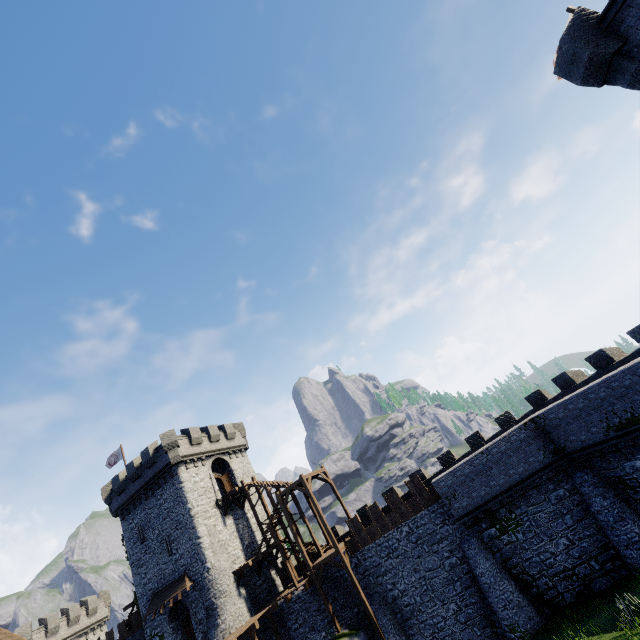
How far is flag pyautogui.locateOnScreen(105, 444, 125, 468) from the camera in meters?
36.4 m

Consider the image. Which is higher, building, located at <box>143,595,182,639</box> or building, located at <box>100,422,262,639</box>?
building, located at <box>100,422,262,639</box>

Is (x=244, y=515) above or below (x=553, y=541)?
above

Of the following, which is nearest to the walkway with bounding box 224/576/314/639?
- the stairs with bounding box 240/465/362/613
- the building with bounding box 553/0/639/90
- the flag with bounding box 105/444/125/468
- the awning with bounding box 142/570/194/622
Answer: the stairs with bounding box 240/465/362/613

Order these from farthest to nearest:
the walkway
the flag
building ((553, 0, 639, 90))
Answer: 1. the flag
2. the walkway
3. building ((553, 0, 639, 90))

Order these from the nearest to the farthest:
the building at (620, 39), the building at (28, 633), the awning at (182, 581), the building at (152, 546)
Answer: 1. the building at (620, 39)
2. the awning at (182, 581)
3. the building at (152, 546)
4. the building at (28, 633)

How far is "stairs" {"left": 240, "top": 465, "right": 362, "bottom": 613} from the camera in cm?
2435

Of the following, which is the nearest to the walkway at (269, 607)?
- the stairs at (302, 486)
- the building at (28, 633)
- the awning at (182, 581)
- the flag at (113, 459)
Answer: the stairs at (302, 486)
